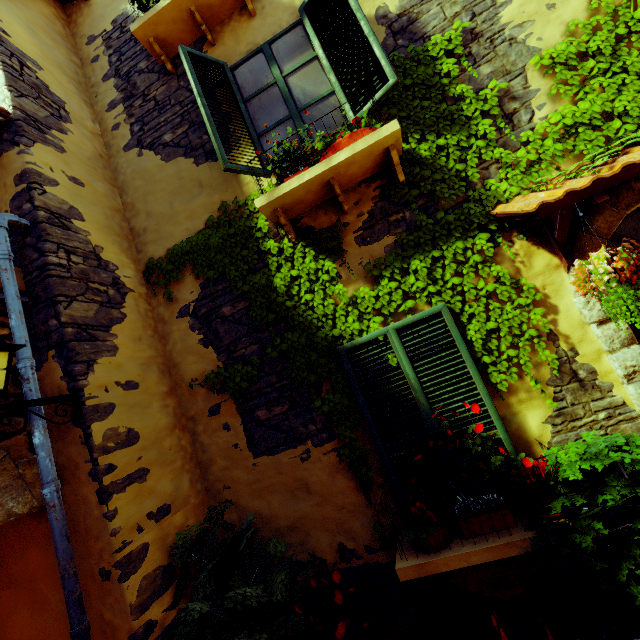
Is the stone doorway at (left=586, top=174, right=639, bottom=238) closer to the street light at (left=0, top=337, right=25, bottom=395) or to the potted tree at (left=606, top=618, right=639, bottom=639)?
the potted tree at (left=606, top=618, right=639, bottom=639)

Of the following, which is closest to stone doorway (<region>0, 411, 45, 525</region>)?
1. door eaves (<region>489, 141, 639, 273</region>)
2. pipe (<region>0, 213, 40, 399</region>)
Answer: pipe (<region>0, 213, 40, 399</region>)

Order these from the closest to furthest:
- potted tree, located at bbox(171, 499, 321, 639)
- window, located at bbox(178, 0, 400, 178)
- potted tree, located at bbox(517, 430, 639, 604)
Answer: potted tree, located at bbox(517, 430, 639, 604) → potted tree, located at bbox(171, 499, 321, 639) → window, located at bbox(178, 0, 400, 178)

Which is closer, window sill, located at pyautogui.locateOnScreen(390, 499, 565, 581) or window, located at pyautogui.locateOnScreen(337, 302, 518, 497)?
window sill, located at pyautogui.locateOnScreen(390, 499, 565, 581)

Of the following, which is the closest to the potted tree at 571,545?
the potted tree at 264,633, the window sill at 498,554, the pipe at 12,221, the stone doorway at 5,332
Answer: the window sill at 498,554

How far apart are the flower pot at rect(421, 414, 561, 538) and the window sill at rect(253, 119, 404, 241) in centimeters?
295cm

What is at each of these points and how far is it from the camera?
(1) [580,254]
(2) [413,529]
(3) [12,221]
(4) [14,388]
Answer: (1) stone doorway, 2.7 meters
(2) flower pot, 2.6 meters
(3) pipe, 3.0 meters
(4) stone doorway, 2.8 meters

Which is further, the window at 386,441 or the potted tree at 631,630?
the window at 386,441
